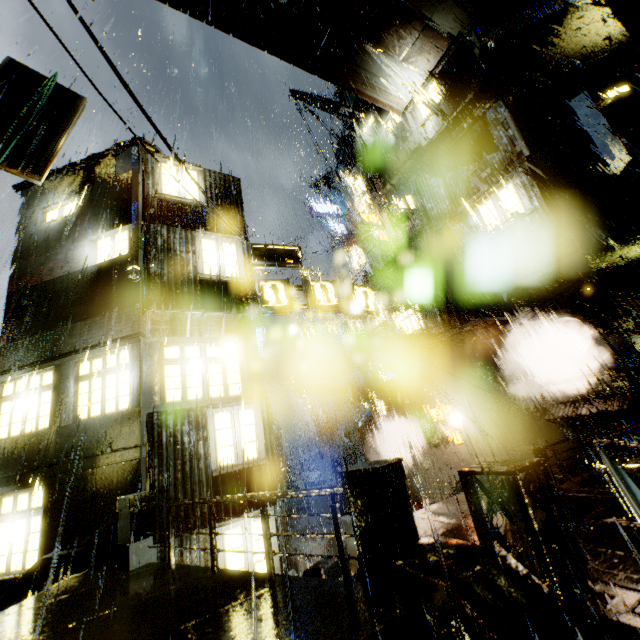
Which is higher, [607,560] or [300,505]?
[607,560]

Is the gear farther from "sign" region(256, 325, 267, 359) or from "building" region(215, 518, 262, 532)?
"sign" region(256, 325, 267, 359)

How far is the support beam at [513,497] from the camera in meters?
5.2

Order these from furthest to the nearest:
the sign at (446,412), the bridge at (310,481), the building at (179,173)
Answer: the bridge at (310,481) → the sign at (446,412) → the building at (179,173)

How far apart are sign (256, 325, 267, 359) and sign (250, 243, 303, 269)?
9.6 meters

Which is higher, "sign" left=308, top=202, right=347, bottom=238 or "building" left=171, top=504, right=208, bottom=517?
"sign" left=308, top=202, right=347, bottom=238

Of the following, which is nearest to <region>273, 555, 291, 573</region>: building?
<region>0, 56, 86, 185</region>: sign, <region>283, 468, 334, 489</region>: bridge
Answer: <region>283, 468, 334, 489</region>: bridge

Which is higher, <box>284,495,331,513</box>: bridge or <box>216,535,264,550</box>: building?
<box>216,535,264,550</box>: building
